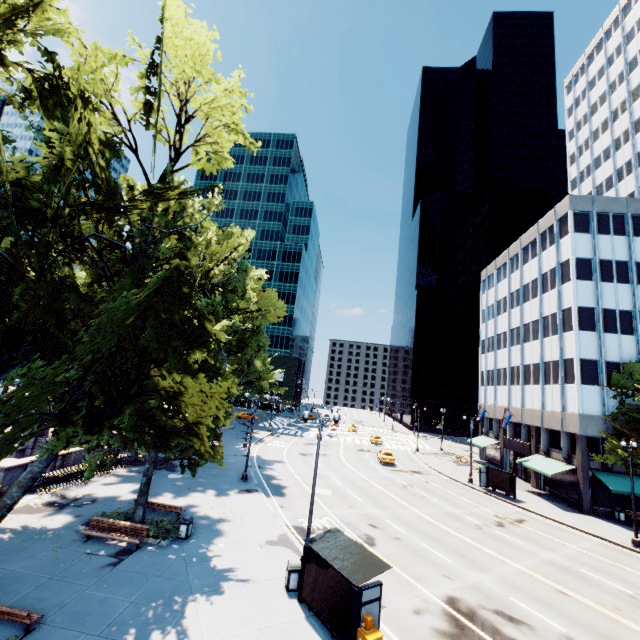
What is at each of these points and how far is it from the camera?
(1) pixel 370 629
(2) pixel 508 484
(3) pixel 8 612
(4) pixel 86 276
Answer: (1) box, 10.28m
(2) bus stop, 32.75m
(3) bench, 9.59m
(4) tree, 19.34m

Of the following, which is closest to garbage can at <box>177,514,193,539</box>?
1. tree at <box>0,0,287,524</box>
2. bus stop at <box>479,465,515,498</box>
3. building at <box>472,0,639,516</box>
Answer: tree at <box>0,0,287,524</box>

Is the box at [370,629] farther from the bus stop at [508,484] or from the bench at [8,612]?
the bus stop at [508,484]

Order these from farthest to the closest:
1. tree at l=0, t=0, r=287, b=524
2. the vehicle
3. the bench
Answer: Answer: the vehicle, the bench, tree at l=0, t=0, r=287, b=524

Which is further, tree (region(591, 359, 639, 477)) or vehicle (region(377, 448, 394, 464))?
vehicle (region(377, 448, 394, 464))

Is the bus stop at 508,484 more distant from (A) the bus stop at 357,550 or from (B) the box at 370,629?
(B) the box at 370,629

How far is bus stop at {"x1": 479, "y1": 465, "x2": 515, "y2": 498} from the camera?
32.0 meters

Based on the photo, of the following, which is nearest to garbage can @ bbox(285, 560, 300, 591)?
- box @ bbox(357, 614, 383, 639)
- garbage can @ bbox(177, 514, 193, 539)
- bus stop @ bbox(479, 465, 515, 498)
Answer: box @ bbox(357, 614, 383, 639)
